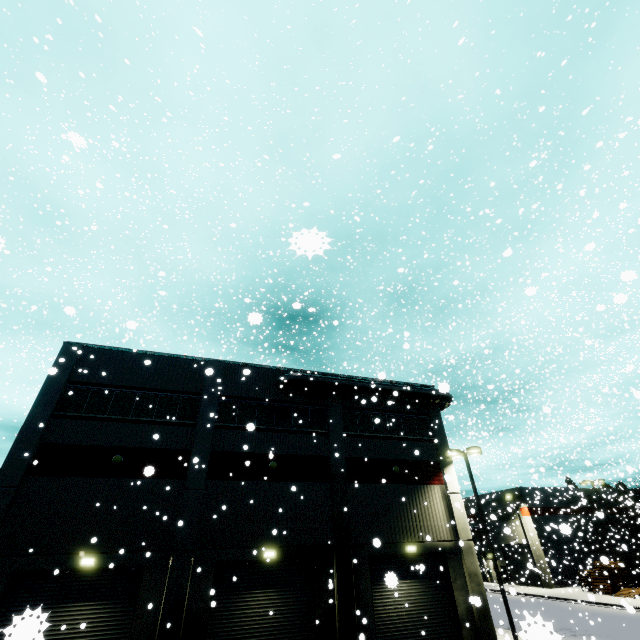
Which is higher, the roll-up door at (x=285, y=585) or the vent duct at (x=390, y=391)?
the vent duct at (x=390, y=391)

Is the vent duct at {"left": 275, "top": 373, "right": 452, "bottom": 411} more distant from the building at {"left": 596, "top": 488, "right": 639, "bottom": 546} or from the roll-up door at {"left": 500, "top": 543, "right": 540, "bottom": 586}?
the roll-up door at {"left": 500, "top": 543, "right": 540, "bottom": 586}

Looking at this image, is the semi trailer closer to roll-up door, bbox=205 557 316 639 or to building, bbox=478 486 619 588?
building, bbox=478 486 619 588

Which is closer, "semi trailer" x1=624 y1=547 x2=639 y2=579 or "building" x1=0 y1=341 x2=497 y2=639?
"building" x1=0 y1=341 x2=497 y2=639

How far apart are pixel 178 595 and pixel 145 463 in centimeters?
600cm

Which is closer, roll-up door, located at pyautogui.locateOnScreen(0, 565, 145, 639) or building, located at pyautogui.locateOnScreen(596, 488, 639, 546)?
roll-up door, located at pyautogui.locateOnScreen(0, 565, 145, 639)

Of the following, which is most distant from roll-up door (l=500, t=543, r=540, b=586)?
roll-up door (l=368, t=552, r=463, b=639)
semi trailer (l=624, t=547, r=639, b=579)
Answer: roll-up door (l=368, t=552, r=463, b=639)

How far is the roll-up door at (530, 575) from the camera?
35.4m
